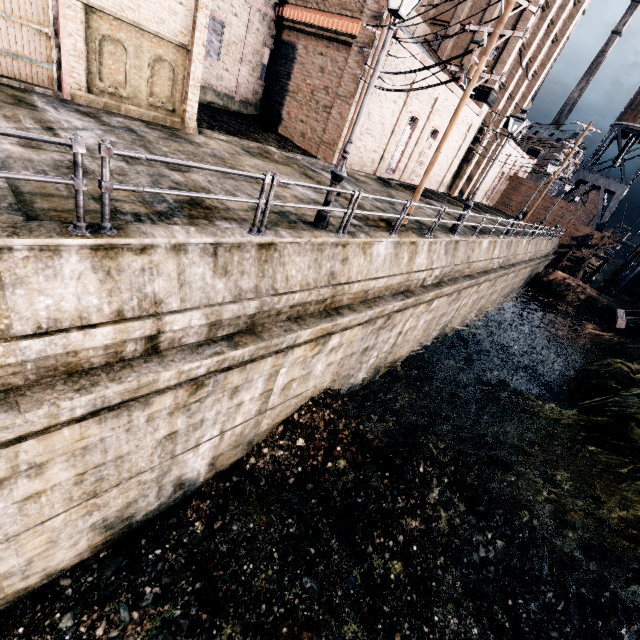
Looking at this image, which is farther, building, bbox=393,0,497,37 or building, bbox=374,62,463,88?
building, bbox=393,0,497,37

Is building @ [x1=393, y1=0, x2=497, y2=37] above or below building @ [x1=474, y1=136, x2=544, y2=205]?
above

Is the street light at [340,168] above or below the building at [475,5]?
below

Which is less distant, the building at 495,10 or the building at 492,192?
the building at 495,10

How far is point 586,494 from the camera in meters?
13.0

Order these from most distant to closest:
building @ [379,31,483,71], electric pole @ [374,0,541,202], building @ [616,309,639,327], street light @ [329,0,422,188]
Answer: building @ [616,309,639,327]
building @ [379,31,483,71]
electric pole @ [374,0,541,202]
street light @ [329,0,422,188]

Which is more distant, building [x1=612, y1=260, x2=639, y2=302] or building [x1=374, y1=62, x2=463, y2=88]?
building [x1=612, y1=260, x2=639, y2=302]

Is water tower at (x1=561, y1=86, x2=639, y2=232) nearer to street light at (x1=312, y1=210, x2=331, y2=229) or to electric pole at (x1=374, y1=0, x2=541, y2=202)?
electric pole at (x1=374, y1=0, x2=541, y2=202)
